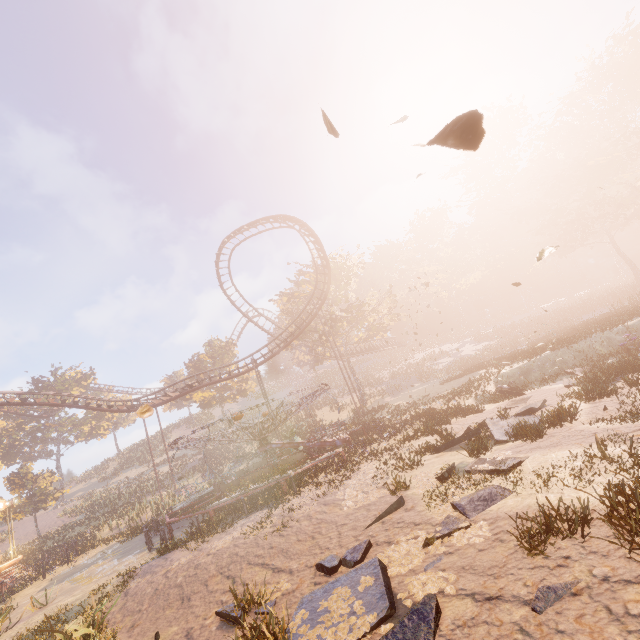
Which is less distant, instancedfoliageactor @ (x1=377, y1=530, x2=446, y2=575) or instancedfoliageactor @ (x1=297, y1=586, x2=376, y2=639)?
instancedfoliageactor @ (x1=297, y1=586, x2=376, y2=639)

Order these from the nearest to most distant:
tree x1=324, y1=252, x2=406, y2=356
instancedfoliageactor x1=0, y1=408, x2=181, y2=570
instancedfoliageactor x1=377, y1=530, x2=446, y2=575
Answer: instancedfoliageactor x1=377, y1=530, x2=446, y2=575 → instancedfoliageactor x1=0, y1=408, x2=181, y2=570 → tree x1=324, y1=252, x2=406, y2=356

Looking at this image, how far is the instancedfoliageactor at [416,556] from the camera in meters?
5.5

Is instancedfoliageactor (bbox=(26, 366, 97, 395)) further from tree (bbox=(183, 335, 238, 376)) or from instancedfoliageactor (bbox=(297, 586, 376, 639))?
instancedfoliageactor (bbox=(297, 586, 376, 639))

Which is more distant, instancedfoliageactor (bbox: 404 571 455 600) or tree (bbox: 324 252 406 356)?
tree (bbox: 324 252 406 356)

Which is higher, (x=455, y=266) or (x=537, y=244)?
(x=455, y=266)

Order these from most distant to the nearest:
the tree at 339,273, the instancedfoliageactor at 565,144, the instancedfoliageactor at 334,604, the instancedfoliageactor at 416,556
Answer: the tree at 339,273, the instancedfoliageactor at 565,144, the instancedfoliageactor at 416,556, the instancedfoliageactor at 334,604

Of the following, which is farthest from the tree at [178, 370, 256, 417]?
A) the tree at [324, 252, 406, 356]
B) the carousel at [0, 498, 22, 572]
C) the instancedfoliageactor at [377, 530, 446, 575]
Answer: the instancedfoliageactor at [377, 530, 446, 575]
